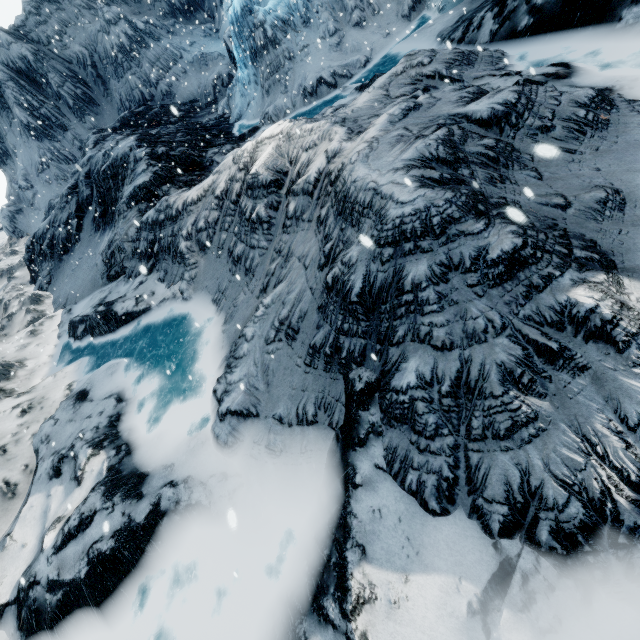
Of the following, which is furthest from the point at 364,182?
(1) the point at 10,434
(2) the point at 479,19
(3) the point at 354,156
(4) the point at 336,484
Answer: → (1) the point at 10,434
